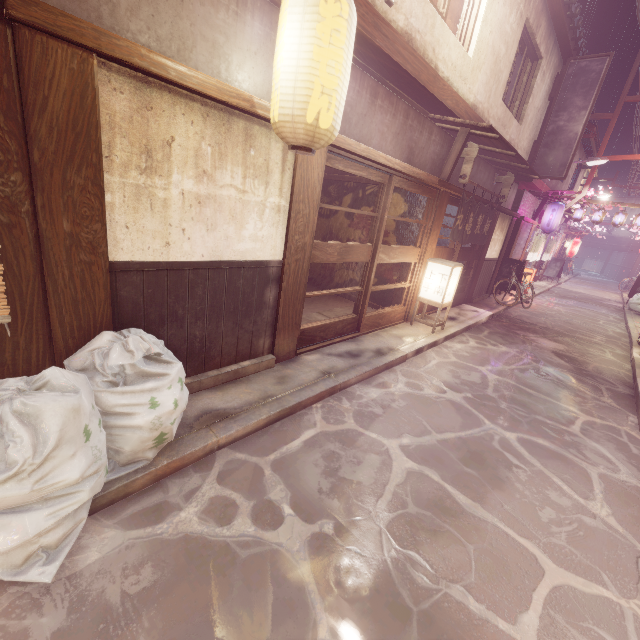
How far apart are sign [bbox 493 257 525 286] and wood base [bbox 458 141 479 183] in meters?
11.7

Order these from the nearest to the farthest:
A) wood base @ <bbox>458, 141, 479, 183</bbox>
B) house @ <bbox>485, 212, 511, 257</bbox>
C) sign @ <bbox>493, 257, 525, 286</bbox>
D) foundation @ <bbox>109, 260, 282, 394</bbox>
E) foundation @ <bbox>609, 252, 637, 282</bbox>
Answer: foundation @ <bbox>109, 260, 282, 394</bbox>
wood base @ <bbox>458, 141, 479, 183</bbox>
house @ <bbox>485, 212, 511, 257</bbox>
sign @ <bbox>493, 257, 525, 286</bbox>
foundation @ <bbox>609, 252, 637, 282</bbox>

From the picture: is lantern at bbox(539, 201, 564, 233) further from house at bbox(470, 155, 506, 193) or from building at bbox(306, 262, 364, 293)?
building at bbox(306, 262, 364, 293)

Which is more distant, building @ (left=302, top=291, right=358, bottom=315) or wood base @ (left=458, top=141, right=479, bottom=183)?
building @ (left=302, top=291, right=358, bottom=315)

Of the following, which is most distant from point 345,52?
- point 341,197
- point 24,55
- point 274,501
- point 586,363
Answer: point 586,363

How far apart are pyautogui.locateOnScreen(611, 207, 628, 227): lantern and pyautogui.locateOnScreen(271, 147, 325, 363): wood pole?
33.46m

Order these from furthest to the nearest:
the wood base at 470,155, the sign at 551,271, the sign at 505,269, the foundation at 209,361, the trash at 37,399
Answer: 1. the sign at 551,271
2. the sign at 505,269
3. the wood base at 470,155
4. the foundation at 209,361
5. the trash at 37,399

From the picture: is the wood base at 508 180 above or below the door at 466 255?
above
